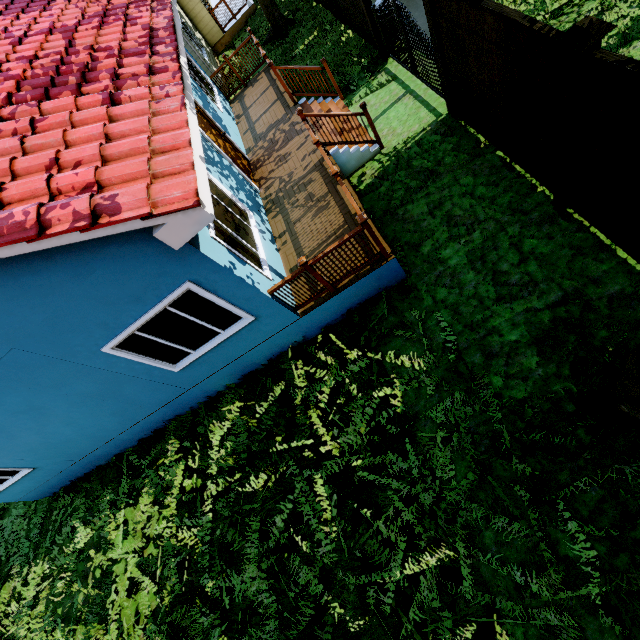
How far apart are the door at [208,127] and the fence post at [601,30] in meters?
6.2

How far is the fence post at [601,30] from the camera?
3.0 meters

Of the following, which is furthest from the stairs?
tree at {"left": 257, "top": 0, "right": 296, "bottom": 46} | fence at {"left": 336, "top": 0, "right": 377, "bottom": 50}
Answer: tree at {"left": 257, "top": 0, "right": 296, "bottom": 46}

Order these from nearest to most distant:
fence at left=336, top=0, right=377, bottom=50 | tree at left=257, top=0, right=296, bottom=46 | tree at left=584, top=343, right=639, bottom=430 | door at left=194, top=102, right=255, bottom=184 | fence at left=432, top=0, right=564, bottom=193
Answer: tree at left=584, top=343, right=639, bottom=430, fence at left=432, top=0, right=564, bottom=193, door at left=194, top=102, right=255, bottom=184, fence at left=336, top=0, right=377, bottom=50, tree at left=257, top=0, right=296, bottom=46

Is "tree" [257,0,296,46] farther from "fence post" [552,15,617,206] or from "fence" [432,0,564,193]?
"fence post" [552,15,617,206]

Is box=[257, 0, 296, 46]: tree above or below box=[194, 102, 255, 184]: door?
below

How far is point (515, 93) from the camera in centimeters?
461cm
